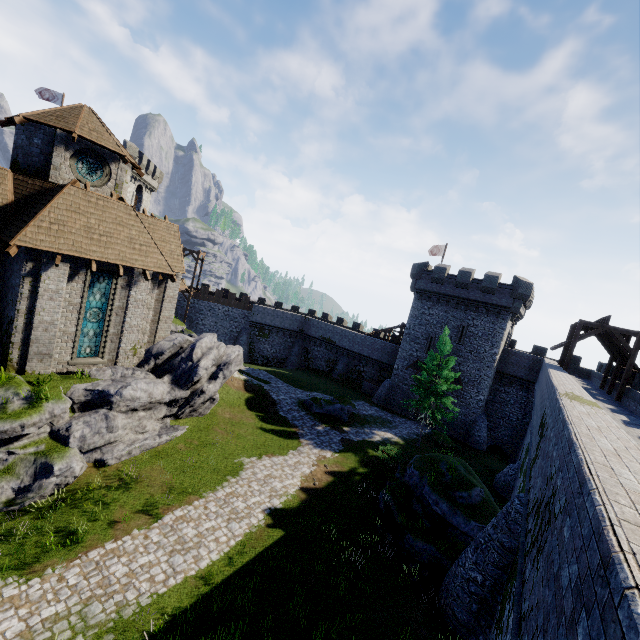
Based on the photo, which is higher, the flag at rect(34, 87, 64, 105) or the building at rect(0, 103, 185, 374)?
the flag at rect(34, 87, 64, 105)

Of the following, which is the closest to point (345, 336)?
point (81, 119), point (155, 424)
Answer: point (155, 424)

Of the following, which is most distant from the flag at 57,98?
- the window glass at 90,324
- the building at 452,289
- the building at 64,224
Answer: the building at 452,289

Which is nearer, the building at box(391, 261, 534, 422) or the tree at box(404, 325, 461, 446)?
the tree at box(404, 325, 461, 446)

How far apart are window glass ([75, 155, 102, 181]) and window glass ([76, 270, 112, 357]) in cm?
592

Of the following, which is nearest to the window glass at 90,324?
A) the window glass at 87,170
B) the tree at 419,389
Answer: the window glass at 87,170

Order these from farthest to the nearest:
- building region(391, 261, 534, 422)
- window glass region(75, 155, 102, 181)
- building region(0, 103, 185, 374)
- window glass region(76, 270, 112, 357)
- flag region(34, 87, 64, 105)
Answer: flag region(34, 87, 64, 105) → building region(391, 261, 534, 422) → window glass region(75, 155, 102, 181) → window glass region(76, 270, 112, 357) → building region(0, 103, 185, 374)

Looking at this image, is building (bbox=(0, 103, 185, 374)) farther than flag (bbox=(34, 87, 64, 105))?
No
